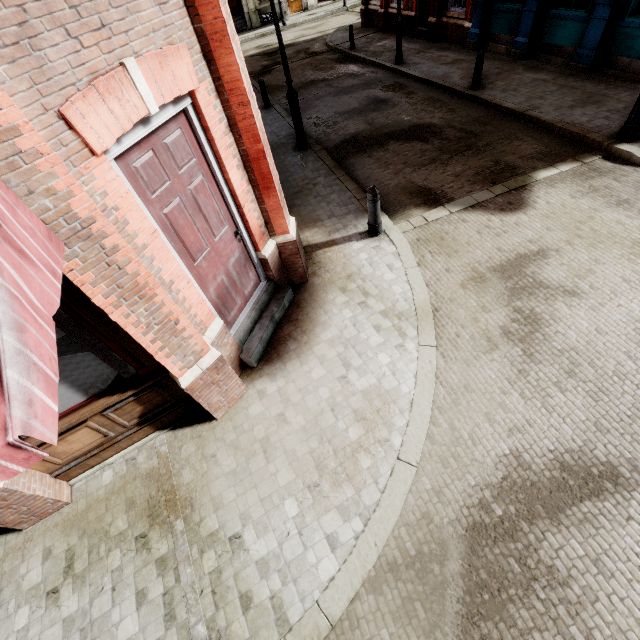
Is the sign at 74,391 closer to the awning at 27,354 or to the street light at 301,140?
the awning at 27,354

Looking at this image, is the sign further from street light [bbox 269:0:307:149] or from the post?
street light [bbox 269:0:307:149]

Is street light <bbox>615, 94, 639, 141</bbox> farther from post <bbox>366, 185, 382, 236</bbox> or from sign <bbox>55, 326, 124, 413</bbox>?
sign <bbox>55, 326, 124, 413</bbox>

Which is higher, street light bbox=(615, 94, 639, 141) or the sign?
the sign

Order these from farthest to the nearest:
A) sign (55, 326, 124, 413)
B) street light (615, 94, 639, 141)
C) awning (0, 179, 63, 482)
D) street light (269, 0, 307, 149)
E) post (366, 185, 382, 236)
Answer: street light (269, 0, 307, 149) < street light (615, 94, 639, 141) < post (366, 185, 382, 236) < sign (55, 326, 124, 413) < awning (0, 179, 63, 482)

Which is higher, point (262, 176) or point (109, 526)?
point (262, 176)

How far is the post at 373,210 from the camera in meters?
5.6

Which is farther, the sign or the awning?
the sign
